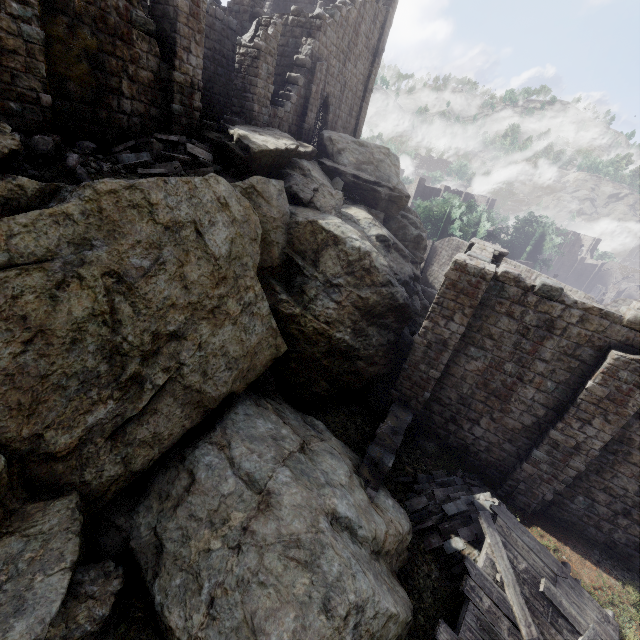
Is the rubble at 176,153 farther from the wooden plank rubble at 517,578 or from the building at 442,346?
the wooden plank rubble at 517,578

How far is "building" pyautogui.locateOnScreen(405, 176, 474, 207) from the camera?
51.31m

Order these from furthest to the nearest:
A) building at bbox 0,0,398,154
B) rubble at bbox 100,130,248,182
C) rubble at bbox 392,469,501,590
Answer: rubble at bbox 100,130,248,182 → rubble at bbox 392,469,501,590 → building at bbox 0,0,398,154

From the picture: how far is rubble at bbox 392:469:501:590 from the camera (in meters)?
9.02

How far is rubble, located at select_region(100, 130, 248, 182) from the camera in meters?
9.7

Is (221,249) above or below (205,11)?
below

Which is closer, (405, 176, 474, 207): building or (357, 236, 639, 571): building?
(357, 236, 639, 571): building

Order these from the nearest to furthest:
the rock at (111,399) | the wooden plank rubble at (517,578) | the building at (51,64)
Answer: the rock at (111,399) → the wooden plank rubble at (517,578) → the building at (51,64)
